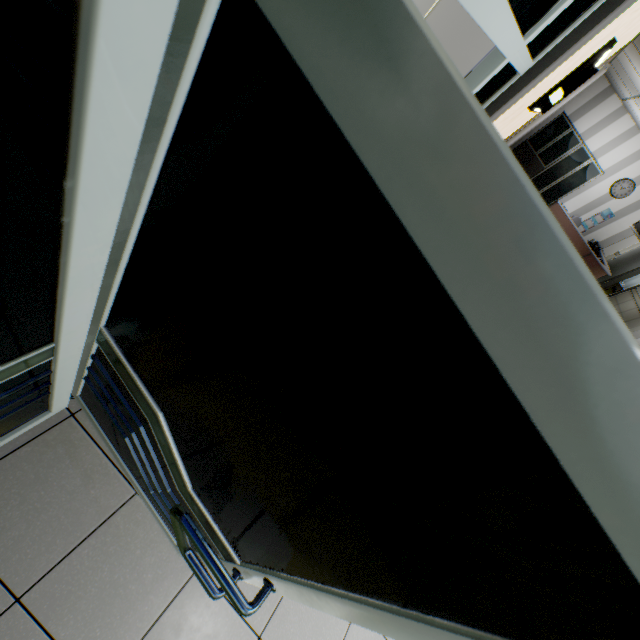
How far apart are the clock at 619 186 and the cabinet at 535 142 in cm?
50

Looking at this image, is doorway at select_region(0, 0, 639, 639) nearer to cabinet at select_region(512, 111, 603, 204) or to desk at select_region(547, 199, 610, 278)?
desk at select_region(547, 199, 610, 278)

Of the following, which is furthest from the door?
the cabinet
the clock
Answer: the cabinet

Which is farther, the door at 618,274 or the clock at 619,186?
the door at 618,274

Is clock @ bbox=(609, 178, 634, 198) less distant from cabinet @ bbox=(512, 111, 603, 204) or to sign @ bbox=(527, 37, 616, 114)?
cabinet @ bbox=(512, 111, 603, 204)

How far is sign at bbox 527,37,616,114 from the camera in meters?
3.0 m

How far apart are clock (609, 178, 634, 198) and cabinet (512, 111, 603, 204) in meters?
0.5

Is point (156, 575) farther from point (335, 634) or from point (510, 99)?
point (510, 99)
